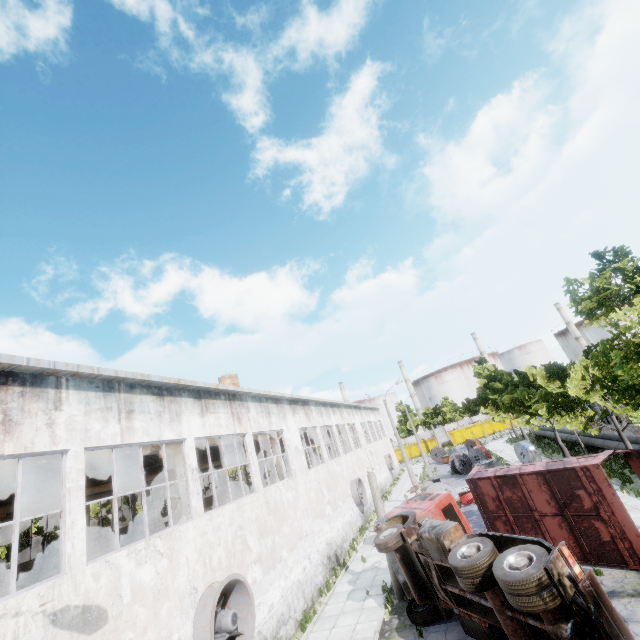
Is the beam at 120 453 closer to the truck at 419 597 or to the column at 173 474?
the column at 173 474

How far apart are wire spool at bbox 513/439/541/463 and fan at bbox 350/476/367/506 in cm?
1354

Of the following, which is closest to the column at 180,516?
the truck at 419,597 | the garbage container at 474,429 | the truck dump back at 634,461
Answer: the truck at 419,597

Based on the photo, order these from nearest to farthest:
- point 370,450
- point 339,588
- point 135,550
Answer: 1. point 135,550
2. point 339,588
3. point 370,450

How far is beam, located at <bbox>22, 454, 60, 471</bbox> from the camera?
9.4 meters

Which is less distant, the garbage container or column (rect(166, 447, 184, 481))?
column (rect(166, 447, 184, 481))

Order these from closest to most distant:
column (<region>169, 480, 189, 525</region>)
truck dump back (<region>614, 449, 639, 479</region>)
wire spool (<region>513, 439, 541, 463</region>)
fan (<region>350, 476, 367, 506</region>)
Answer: truck dump back (<region>614, 449, 639, 479</region>) < column (<region>169, 480, 189, 525</region>) < fan (<region>350, 476, 367, 506</region>) < wire spool (<region>513, 439, 541, 463</region>)

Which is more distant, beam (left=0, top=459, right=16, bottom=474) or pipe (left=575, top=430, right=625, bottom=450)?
pipe (left=575, top=430, right=625, bottom=450)
